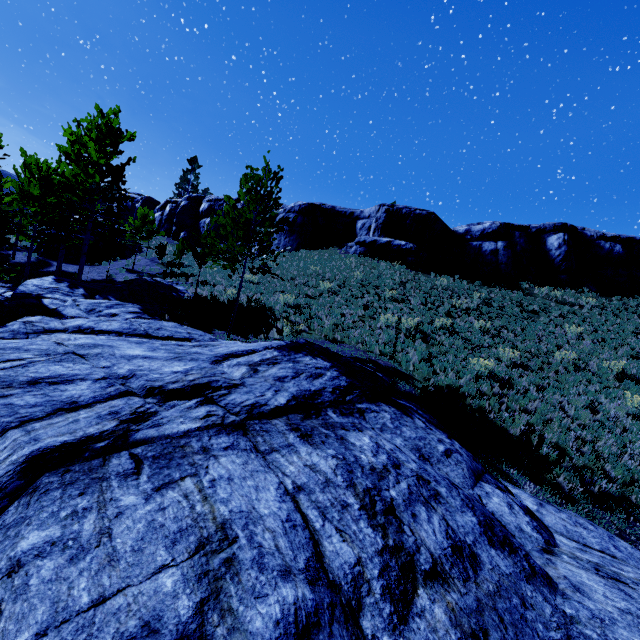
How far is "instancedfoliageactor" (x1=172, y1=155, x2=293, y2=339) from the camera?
10.9m

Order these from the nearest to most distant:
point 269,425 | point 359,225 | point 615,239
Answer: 1. point 269,425
2. point 615,239
3. point 359,225

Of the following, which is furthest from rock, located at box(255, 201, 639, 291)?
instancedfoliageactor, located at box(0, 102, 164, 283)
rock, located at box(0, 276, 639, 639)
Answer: rock, located at box(0, 276, 639, 639)

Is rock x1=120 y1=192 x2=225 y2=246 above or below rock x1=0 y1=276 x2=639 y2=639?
above

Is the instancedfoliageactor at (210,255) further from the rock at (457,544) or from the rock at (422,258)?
the rock at (422,258)

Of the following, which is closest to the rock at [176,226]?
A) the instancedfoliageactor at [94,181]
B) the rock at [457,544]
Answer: the instancedfoliageactor at [94,181]
